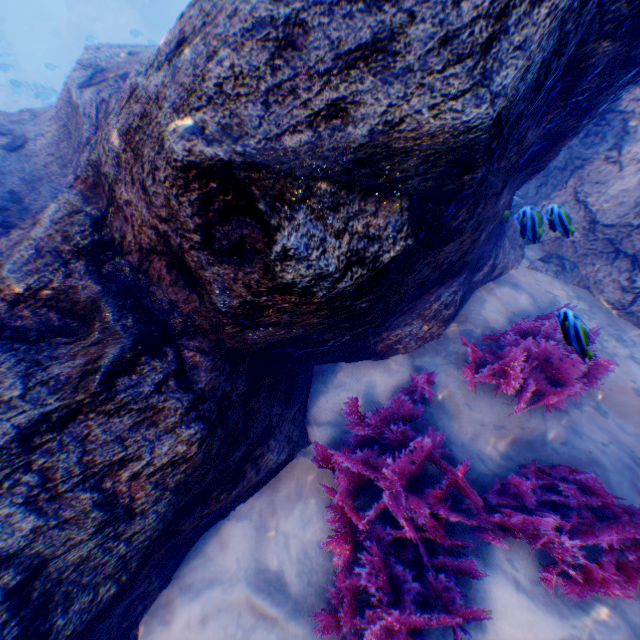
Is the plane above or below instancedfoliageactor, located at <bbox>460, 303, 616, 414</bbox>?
above

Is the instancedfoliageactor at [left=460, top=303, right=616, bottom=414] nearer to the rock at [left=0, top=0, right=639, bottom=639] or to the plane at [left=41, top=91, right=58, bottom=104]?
the rock at [left=0, top=0, right=639, bottom=639]

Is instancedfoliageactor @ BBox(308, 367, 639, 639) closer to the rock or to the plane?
the rock

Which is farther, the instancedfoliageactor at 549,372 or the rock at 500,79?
the instancedfoliageactor at 549,372

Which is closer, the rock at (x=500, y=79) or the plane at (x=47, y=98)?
the rock at (x=500, y=79)

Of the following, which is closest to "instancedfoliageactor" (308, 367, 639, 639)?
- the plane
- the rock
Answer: the rock

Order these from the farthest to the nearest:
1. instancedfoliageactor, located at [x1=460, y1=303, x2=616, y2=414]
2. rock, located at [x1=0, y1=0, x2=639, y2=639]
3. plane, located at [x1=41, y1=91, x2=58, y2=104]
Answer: plane, located at [x1=41, y1=91, x2=58, y2=104] < instancedfoliageactor, located at [x1=460, y1=303, x2=616, y2=414] < rock, located at [x1=0, y1=0, x2=639, y2=639]

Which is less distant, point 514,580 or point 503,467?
point 514,580
